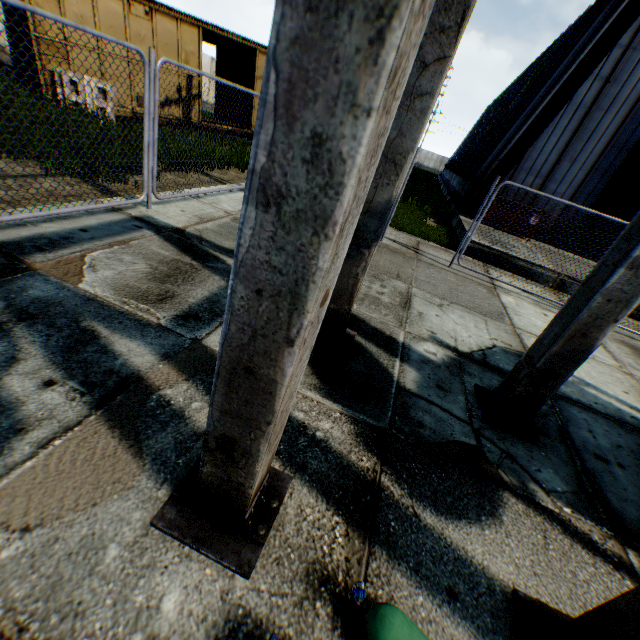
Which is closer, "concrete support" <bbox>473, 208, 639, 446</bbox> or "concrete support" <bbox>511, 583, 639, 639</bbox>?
"concrete support" <bbox>511, 583, 639, 639</bbox>

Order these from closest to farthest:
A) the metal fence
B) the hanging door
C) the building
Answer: the metal fence, the building, the hanging door

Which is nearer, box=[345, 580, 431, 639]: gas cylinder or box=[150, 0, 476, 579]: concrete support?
box=[150, 0, 476, 579]: concrete support

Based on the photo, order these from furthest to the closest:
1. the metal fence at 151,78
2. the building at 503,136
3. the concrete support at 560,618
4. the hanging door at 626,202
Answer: the hanging door at 626,202 → the building at 503,136 → the metal fence at 151,78 → the concrete support at 560,618

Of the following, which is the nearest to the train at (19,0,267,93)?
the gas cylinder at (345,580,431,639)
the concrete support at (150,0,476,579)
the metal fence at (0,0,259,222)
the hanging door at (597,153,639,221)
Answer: the metal fence at (0,0,259,222)

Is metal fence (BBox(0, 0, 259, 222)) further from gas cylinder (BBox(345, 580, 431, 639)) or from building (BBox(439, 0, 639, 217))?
gas cylinder (BBox(345, 580, 431, 639))

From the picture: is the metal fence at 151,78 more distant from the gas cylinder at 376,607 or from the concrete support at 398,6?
the gas cylinder at 376,607

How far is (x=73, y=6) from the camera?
9.4 meters
